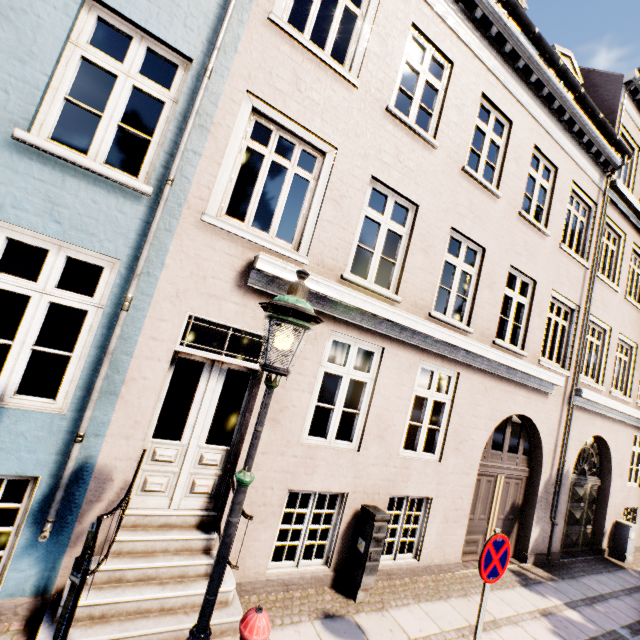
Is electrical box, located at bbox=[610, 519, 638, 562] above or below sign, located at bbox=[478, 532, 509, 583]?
below

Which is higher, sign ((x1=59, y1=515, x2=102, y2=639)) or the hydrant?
sign ((x1=59, y1=515, x2=102, y2=639))

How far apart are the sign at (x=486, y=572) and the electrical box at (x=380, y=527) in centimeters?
162cm

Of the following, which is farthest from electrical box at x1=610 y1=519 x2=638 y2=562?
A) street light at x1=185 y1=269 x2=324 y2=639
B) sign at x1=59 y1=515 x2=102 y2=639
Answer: sign at x1=59 y1=515 x2=102 y2=639

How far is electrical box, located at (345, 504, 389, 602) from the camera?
4.8m

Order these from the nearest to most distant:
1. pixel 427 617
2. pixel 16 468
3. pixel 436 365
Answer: pixel 16 468
pixel 427 617
pixel 436 365

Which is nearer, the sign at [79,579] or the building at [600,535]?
the sign at [79,579]

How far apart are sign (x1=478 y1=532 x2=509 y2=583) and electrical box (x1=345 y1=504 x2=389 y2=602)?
1.6m
